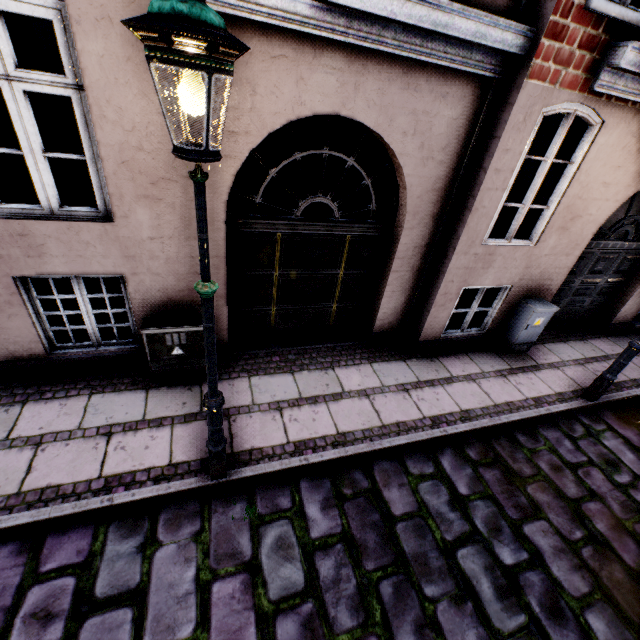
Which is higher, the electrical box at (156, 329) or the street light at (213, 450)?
the street light at (213, 450)

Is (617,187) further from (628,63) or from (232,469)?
(232,469)

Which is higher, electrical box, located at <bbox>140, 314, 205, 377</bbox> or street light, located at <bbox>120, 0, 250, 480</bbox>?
street light, located at <bbox>120, 0, 250, 480</bbox>

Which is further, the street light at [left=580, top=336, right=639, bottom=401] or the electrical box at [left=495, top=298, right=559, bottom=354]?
the electrical box at [left=495, top=298, right=559, bottom=354]

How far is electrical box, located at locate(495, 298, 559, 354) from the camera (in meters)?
5.67

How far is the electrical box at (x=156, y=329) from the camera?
4.1m

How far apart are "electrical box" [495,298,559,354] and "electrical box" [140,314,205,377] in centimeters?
537cm

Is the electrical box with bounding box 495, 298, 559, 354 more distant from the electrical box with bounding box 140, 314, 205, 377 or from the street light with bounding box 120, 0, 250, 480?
the electrical box with bounding box 140, 314, 205, 377
